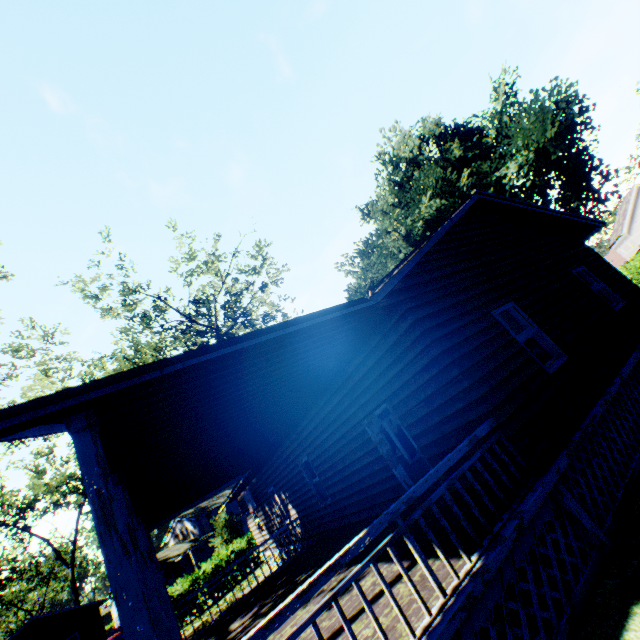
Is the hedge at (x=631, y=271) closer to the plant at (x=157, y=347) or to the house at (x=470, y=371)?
the plant at (x=157, y=347)

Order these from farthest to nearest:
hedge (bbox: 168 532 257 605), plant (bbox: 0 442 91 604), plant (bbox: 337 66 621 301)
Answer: plant (bbox: 0 442 91 604) < plant (bbox: 337 66 621 301) < hedge (bbox: 168 532 257 605)

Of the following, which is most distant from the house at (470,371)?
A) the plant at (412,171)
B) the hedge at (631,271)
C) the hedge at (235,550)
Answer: the hedge at (631,271)

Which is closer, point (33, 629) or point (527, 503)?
point (527, 503)

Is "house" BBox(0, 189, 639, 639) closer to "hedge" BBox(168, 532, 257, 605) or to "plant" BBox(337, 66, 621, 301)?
"plant" BBox(337, 66, 621, 301)

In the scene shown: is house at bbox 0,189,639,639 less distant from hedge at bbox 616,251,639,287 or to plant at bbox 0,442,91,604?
plant at bbox 0,442,91,604

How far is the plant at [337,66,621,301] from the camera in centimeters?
2458cm

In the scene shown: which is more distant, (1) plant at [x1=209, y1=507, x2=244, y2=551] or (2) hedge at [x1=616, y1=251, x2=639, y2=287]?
(1) plant at [x1=209, y1=507, x2=244, y2=551]
